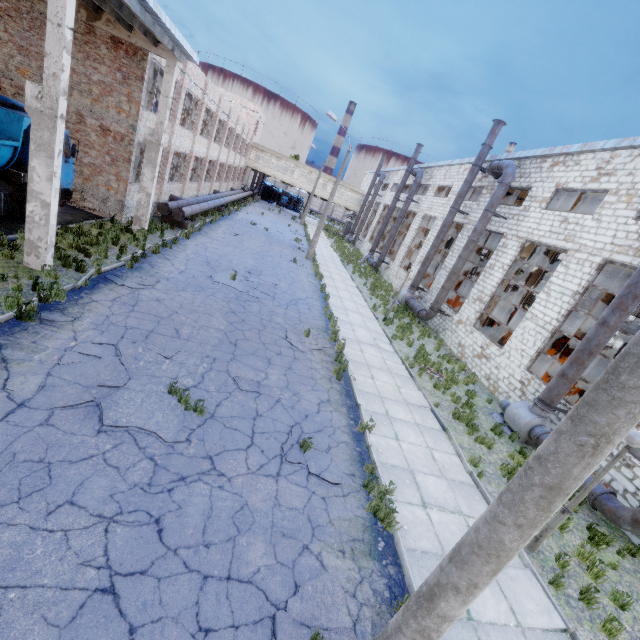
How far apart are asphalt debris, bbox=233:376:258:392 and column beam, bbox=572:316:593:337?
33.50m

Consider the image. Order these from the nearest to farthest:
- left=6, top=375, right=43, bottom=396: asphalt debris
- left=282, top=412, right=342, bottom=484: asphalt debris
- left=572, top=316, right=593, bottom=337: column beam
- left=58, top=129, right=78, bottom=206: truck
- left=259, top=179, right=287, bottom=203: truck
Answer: left=6, top=375, right=43, bottom=396: asphalt debris, left=282, top=412, right=342, bottom=484: asphalt debris, left=58, top=129, right=78, bottom=206: truck, left=572, top=316, right=593, bottom=337: column beam, left=259, top=179, right=287, bottom=203: truck

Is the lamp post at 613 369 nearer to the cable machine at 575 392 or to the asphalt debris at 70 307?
the asphalt debris at 70 307

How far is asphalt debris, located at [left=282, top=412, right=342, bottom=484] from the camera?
6.69m

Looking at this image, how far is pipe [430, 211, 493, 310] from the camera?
18.00m

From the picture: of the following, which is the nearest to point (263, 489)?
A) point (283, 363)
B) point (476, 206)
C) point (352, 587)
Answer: point (352, 587)

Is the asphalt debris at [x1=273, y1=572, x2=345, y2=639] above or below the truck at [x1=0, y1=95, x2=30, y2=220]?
below

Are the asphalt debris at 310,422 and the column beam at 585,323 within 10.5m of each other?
no
